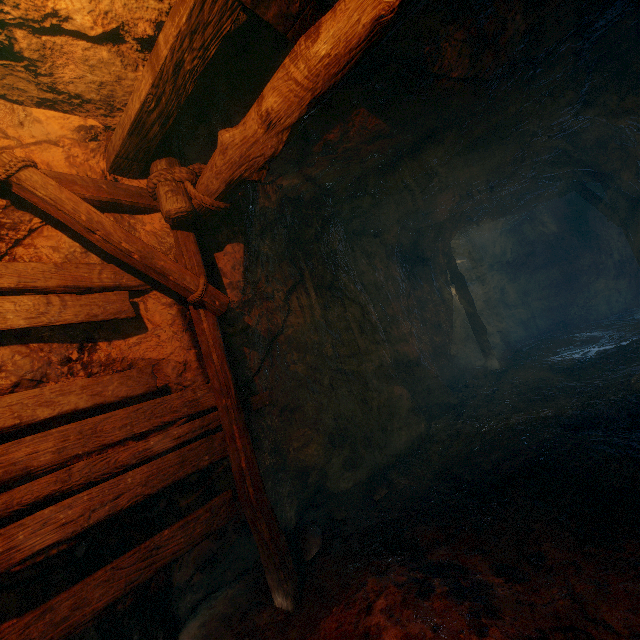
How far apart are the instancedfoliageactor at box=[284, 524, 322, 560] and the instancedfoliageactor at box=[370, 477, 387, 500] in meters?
0.8

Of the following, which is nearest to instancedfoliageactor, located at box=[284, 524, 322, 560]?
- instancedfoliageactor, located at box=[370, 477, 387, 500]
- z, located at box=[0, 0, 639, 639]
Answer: z, located at box=[0, 0, 639, 639]

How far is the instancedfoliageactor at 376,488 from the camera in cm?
420

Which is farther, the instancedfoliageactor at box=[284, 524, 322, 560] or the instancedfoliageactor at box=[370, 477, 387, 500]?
the instancedfoliageactor at box=[370, 477, 387, 500]

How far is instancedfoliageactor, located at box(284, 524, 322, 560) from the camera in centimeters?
343cm

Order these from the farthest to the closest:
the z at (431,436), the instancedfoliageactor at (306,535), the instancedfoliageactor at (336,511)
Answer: the instancedfoliageactor at (336,511)
the instancedfoliageactor at (306,535)
the z at (431,436)

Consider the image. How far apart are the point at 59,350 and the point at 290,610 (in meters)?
2.96
